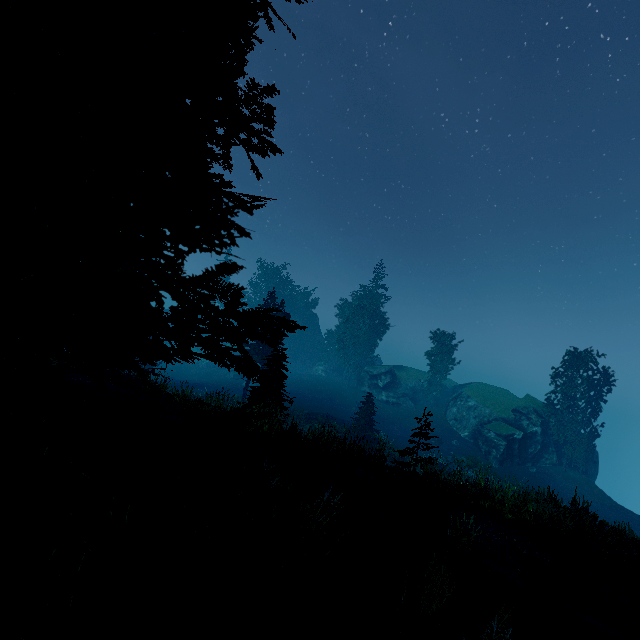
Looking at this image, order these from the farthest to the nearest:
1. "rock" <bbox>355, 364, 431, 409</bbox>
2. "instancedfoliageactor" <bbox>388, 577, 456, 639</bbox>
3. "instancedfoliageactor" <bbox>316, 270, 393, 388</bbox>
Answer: "instancedfoliageactor" <bbox>316, 270, 393, 388</bbox> → "rock" <bbox>355, 364, 431, 409</bbox> → "instancedfoliageactor" <bbox>388, 577, 456, 639</bbox>

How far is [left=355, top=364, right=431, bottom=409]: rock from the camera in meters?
45.6 m

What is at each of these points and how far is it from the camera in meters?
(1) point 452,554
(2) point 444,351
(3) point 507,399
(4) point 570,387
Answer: (1) instancedfoliageactor, 7.4
(2) instancedfoliageactor, 47.6
(3) rock, 41.2
(4) instancedfoliageactor, 33.6

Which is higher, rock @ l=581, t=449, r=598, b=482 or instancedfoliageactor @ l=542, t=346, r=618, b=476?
instancedfoliageactor @ l=542, t=346, r=618, b=476

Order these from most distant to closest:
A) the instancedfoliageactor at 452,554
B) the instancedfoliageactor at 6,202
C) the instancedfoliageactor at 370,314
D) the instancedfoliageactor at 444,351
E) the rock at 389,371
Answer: the instancedfoliageactor at 370,314, the instancedfoliageactor at 444,351, the rock at 389,371, the instancedfoliageactor at 452,554, the instancedfoliageactor at 6,202

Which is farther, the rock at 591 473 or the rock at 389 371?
the rock at 389 371

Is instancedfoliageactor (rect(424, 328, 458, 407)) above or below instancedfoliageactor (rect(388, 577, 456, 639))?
above
